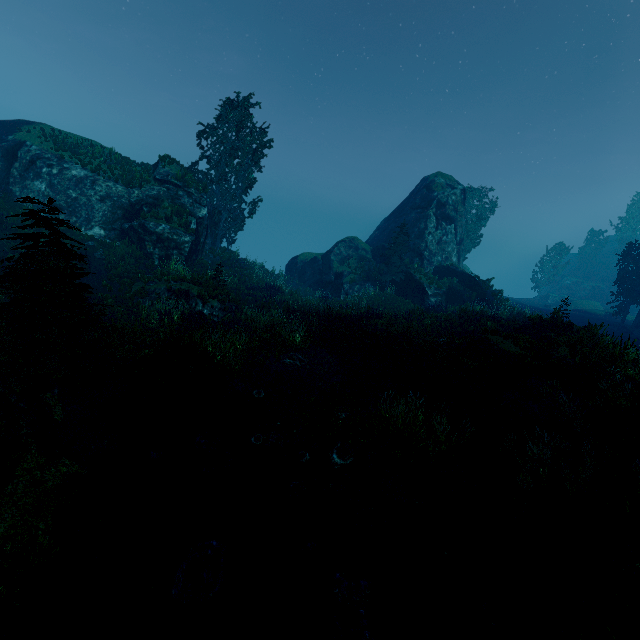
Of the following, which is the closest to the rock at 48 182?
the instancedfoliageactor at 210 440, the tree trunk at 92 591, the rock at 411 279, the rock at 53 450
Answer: the rock at 411 279

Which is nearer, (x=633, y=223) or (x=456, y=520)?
(x=456, y=520)

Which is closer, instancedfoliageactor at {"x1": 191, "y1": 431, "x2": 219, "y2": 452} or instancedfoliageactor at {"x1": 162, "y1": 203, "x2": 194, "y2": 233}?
instancedfoliageactor at {"x1": 191, "y1": 431, "x2": 219, "y2": 452}

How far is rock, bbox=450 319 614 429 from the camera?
9.11m

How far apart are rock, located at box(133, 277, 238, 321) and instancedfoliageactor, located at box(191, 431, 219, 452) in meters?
8.2 m

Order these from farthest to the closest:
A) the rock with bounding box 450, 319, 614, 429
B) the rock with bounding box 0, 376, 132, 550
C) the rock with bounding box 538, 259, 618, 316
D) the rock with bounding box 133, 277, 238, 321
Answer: the rock with bounding box 538, 259, 618, 316, the rock with bounding box 133, 277, 238, 321, the rock with bounding box 450, 319, 614, 429, the rock with bounding box 0, 376, 132, 550

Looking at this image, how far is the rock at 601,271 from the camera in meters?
42.5

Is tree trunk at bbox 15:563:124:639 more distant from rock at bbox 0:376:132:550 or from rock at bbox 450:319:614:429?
rock at bbox 450:319:614:429
